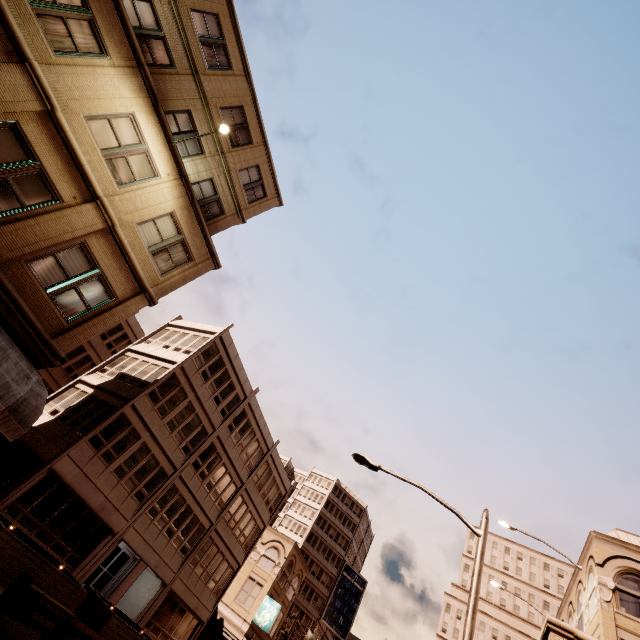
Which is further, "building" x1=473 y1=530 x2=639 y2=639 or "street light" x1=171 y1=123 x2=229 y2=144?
"building" x1=473 y1=530 x2=639 y2=639

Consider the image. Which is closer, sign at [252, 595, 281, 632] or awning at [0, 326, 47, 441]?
awning at [0, 326, 47, 441]

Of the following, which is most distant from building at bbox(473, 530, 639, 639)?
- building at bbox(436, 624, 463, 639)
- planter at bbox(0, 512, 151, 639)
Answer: building at bbox(436, 624, 463, 639)

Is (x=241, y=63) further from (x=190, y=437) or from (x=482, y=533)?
(x=190, y=437)

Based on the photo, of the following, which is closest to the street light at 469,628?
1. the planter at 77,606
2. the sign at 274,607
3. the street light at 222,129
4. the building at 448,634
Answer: the planter at 77,606

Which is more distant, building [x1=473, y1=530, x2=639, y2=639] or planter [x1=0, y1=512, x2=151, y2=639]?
building [x1=473, y1=530, x2=639, y2=639]

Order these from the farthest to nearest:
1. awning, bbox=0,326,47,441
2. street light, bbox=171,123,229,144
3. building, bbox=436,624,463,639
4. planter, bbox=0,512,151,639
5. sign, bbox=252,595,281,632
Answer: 1. building, bbox=436,624,463,639
2. sign, bbox=252,595,281,632
3. street light, bbox=171,123,229,144
4. planter, bbox=0,512,151,639
5. awning, bbox=0,326,47,441

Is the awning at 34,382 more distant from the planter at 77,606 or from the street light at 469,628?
the street light at 469,628
